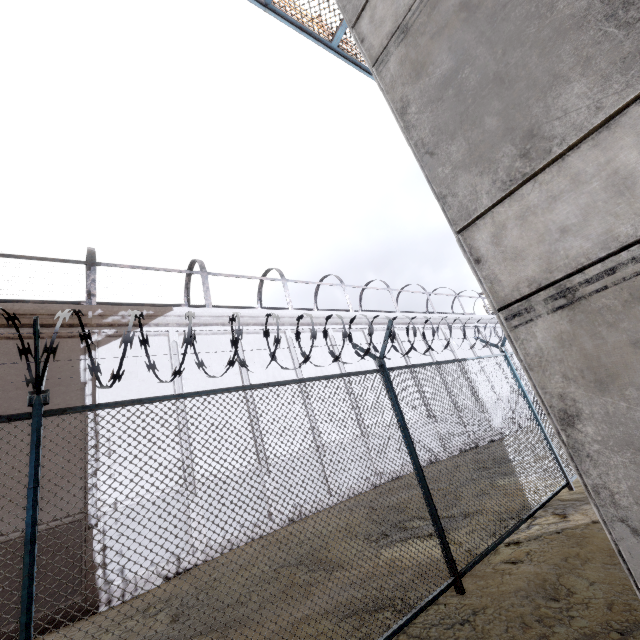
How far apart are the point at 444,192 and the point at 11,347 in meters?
12.1
